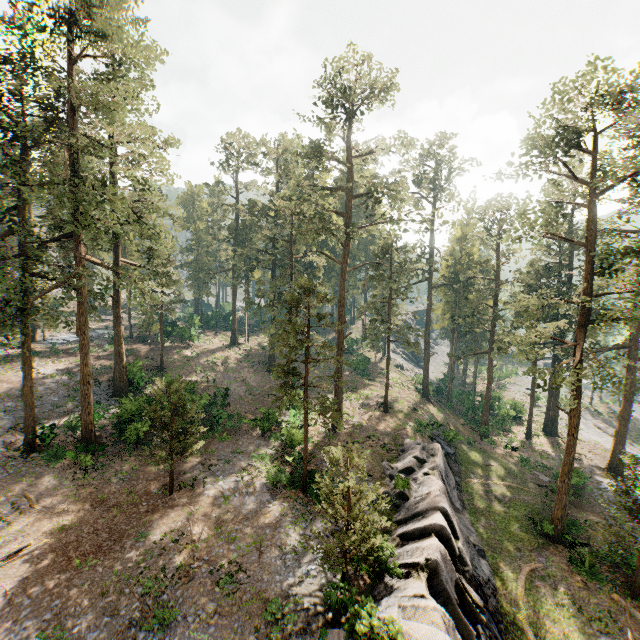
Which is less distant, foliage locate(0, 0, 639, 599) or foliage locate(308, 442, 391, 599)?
foliage locate(308, 442, 391, 599)

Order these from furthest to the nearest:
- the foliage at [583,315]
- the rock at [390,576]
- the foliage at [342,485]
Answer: the foliage at [583,315], the foliage at [342,485], the rock at [390,576]

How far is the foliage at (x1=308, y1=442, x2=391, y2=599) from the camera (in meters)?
13.05

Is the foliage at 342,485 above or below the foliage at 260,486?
above

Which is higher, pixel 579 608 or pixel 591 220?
pixel 591 220

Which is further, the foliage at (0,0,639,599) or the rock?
the foliage at (0,0,639,599)

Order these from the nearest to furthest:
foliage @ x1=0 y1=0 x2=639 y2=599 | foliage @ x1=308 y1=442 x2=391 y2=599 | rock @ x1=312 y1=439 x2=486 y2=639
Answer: rock @ x1=312 y1=439 x2=486 y2=639, foliage @ x1=308 y1=442 x2=391 y2=599, foliage @ x1=0 y1=0 x2=639 y2=599
